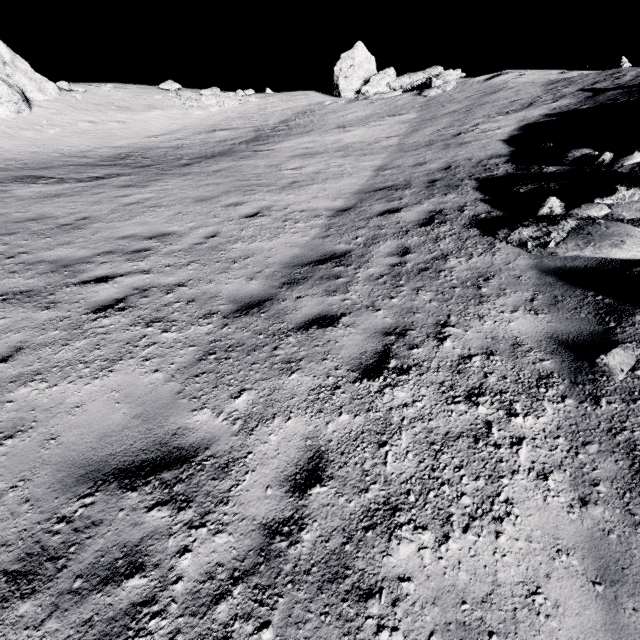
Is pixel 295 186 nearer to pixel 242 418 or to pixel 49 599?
pixel 242 418

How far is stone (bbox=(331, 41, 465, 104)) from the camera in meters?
19.3

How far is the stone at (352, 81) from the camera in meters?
19.3 m

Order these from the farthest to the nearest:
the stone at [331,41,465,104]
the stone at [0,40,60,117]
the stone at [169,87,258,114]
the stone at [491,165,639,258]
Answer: the stone at [169,87,258,114]
the stone at [331,41,465,104]
the stone at [0,40,60,117]
the stone at [491,165,639,258]

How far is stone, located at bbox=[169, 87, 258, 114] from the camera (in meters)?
24.26

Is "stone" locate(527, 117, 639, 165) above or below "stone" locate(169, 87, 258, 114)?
below

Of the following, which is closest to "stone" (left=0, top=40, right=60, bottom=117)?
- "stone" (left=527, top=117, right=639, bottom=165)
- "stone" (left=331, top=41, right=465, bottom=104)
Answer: "stone" (left=331, top=41, right=465, bottom=104)

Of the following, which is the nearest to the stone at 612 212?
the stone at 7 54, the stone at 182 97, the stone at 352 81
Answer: the stone at 352 81
